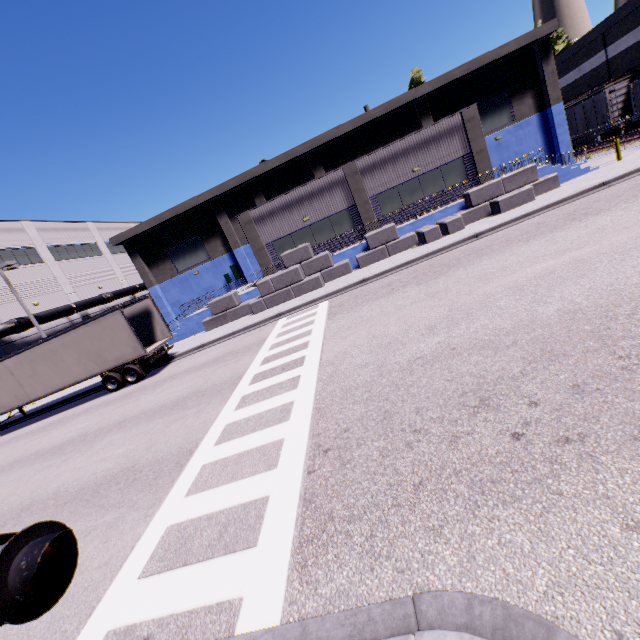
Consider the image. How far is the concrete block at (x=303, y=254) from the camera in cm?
2012

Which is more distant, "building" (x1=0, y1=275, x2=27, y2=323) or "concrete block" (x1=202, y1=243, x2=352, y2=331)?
"building" (x1=0, y1=275, x2=27, y2=323)

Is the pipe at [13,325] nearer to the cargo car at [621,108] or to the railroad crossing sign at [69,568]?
the railroad crossing sign at [69,568]

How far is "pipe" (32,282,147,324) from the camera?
27.1m

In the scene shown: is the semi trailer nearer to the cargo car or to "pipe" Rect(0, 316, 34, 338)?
"pipe" Rect(0, 316, 34, 338)

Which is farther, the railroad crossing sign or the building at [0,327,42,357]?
the building at [0,327,42,357]

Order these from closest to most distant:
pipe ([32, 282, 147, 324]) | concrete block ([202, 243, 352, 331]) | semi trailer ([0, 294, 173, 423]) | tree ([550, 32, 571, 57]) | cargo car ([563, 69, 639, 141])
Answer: semi trailer ([0, 294, 173, 423]), concrete block ([202, 243, 352, 331]), pipe ([32, 282, 147, 324]), cargo car ([563, 69, 639, 141]), tree ([550, 32, 571, 57])

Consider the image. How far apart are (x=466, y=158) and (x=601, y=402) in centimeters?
2138cm
